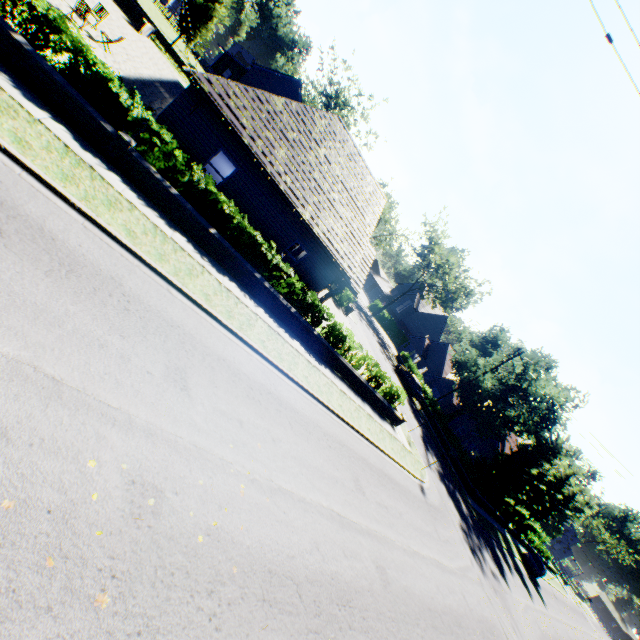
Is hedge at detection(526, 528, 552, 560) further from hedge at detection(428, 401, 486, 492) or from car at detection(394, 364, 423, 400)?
hedge at detection(428, 401, 486, 492)

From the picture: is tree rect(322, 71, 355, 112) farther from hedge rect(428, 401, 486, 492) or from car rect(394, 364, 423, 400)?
car rect(394, 364, 423, 400)

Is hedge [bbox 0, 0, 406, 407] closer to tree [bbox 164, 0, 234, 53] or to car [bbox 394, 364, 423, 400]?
tree [bbox 164, 0, 234, 53]

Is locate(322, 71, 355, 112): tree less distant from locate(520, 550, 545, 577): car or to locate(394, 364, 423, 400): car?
locate(520, 550, 545, 577): car

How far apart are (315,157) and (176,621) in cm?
1671

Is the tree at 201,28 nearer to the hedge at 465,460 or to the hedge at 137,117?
the hedge at 465,460

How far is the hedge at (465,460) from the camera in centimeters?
3081cm

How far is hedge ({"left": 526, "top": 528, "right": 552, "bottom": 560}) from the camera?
44.7 meters
